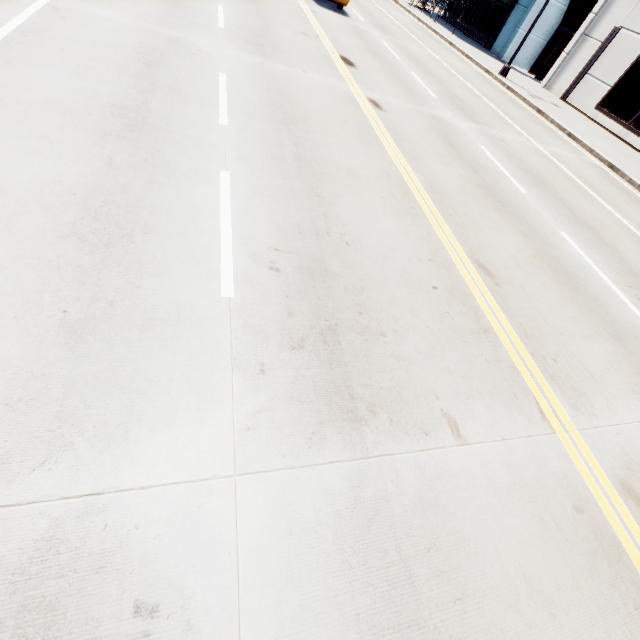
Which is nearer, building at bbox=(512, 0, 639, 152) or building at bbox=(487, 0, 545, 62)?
building at bbox=(512, 0, 639, 152)

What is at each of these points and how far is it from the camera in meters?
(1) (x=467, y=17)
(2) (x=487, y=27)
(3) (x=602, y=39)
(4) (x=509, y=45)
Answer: (1) building, 29.1
(2) building, 27.0
(3) building, 18.8
(4) building, 24.5

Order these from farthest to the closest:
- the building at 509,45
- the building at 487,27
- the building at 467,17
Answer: the building at 467,17 → the building at 487,27 → the building at 509,45

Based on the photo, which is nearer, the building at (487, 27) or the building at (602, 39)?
the building at (602, 39)

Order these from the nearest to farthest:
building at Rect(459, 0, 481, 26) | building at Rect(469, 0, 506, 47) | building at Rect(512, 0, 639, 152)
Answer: building at Rect(512, 0, 639, 152)
building at Rect(469, 0, 506, 47)
building at Rect(459, 0, 481, 26)
